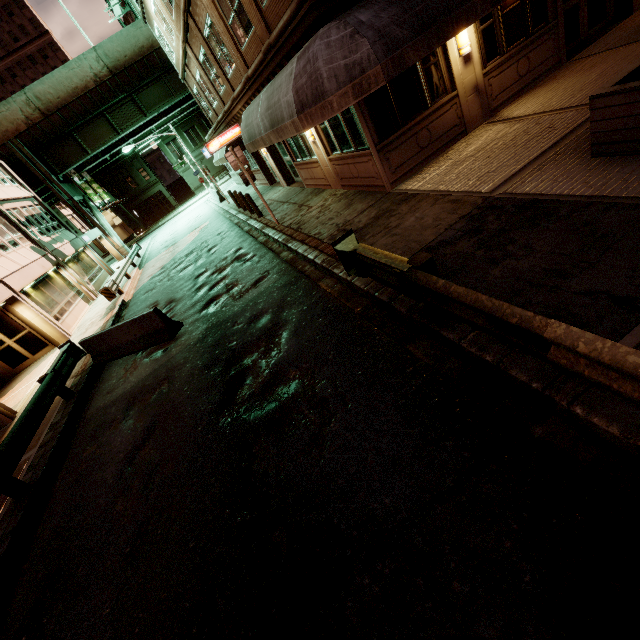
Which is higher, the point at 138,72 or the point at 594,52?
the point at 138,72

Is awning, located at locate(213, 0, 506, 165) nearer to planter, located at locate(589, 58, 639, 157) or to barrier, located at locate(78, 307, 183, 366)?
planter, located at locate(589, 58, 639, 157)

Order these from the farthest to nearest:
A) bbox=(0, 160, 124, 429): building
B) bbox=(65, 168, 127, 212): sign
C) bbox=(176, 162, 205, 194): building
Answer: bbox=(176, 162, 205, 194): building → bbox=(65, 168, 127, 212): sign → bbox=(0, 160, 124, 429): building

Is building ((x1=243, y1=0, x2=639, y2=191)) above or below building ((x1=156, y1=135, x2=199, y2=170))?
below

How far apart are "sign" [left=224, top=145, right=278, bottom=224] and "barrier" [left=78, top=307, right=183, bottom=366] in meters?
5.4

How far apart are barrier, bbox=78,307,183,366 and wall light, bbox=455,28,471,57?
10.8 meters

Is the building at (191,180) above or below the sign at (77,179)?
below

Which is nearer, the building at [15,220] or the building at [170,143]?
the building at [15,220]
